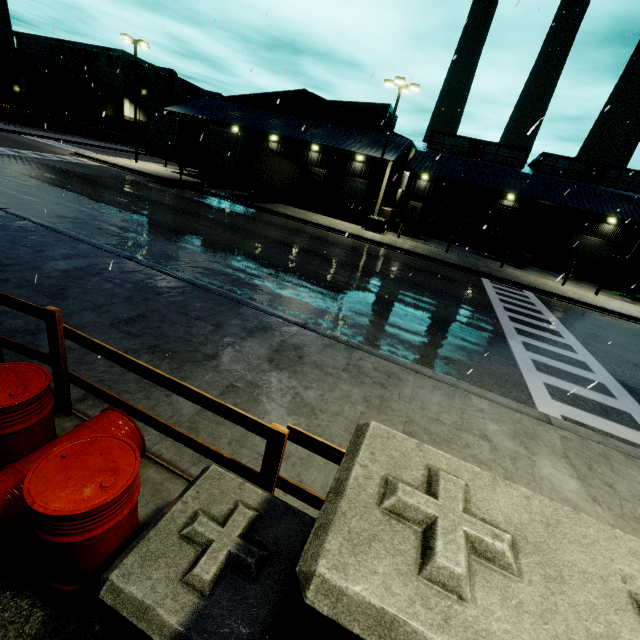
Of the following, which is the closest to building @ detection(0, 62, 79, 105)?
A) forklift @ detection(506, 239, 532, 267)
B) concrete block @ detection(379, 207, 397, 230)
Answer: concrete block @ detection(379, 207, 397, 230)

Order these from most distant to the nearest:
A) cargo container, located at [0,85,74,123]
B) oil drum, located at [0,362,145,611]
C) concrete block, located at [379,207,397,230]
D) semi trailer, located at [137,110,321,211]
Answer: cargo container, located at [0,85,74,123]
concrete block, located at [379,207,397,230]
semi trailer, located at [137,110,321,211]
oil drum, located at [0,362,145,611]

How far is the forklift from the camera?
25.9 meters

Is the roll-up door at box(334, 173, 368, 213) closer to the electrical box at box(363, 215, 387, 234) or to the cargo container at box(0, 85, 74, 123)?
the electrical box at box(363, 215, 387, 234)

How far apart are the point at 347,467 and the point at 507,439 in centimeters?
462cm

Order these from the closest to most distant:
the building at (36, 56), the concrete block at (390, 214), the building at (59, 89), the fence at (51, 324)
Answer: the fence at (51, 324) → the concrete block at (390, 214) → the building at (59, 89) → the building at (36, 56)

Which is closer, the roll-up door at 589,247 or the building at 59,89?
the roll-up door at 589,247

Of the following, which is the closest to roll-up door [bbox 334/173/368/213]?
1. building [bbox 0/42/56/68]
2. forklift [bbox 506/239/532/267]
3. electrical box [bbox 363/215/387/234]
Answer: building [bbox 0/42/56/68]
